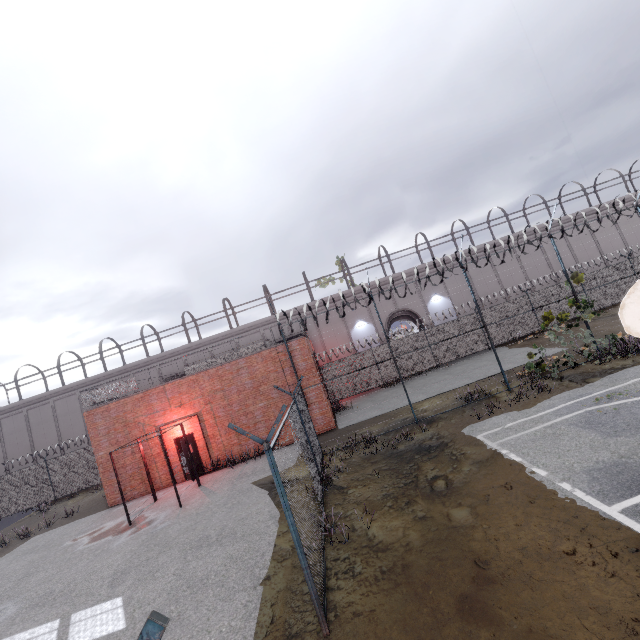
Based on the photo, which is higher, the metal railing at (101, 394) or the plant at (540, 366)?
the metal railing at (101, 394)

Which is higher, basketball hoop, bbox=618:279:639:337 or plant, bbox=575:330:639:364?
basketball hoop, bbox=618:279:639:337

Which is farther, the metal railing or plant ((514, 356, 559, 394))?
the metal railing

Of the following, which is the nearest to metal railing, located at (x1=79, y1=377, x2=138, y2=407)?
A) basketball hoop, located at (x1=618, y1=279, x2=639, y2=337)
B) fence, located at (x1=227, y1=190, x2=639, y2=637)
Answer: fence, located at (x1=227, y1=190, x2=639, y2=637)

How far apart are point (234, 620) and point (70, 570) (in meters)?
8.24

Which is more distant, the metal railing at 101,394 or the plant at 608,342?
the metal railing at 101,394

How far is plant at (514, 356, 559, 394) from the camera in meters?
12.0 m

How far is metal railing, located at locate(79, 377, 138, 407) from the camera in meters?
16.7
